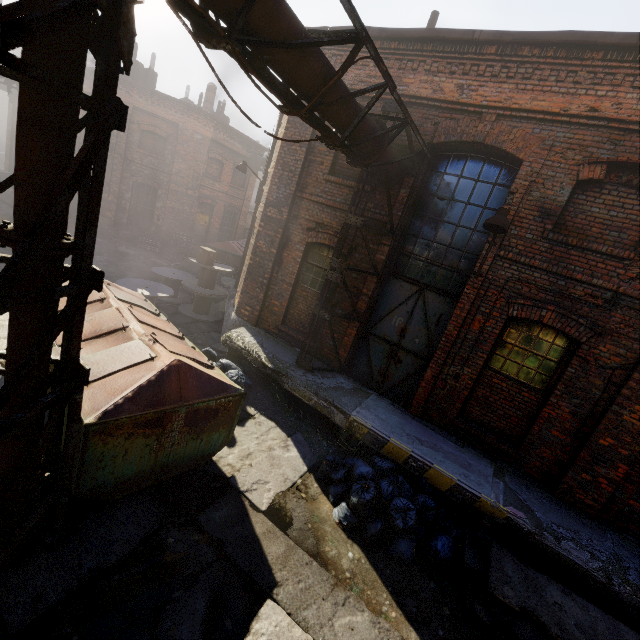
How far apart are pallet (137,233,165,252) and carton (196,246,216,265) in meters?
8.4

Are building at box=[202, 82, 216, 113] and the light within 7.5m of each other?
no

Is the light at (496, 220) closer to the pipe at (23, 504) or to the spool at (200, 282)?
the pipe at (23, 504)

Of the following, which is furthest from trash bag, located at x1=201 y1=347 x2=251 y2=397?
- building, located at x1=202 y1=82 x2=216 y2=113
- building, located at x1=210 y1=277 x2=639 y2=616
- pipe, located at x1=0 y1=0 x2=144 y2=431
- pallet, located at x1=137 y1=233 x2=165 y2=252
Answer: building, located at x1=202 y1=82 x2=216 y2=113

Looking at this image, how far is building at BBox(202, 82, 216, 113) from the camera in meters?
20.8

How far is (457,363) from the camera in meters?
6.9

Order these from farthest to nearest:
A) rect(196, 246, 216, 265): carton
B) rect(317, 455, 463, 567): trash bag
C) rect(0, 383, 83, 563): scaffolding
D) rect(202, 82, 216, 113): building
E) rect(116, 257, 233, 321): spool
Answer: rect(202, 82, 216, 113): building → rect(196, 246, 216, 265): carton → rect(116, 257, 233, 321): spool → rect(317, 455, 463, 567): trash bag → rect(0, 383, 83, 563): scaffolding

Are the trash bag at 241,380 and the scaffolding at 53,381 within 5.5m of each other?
yes
